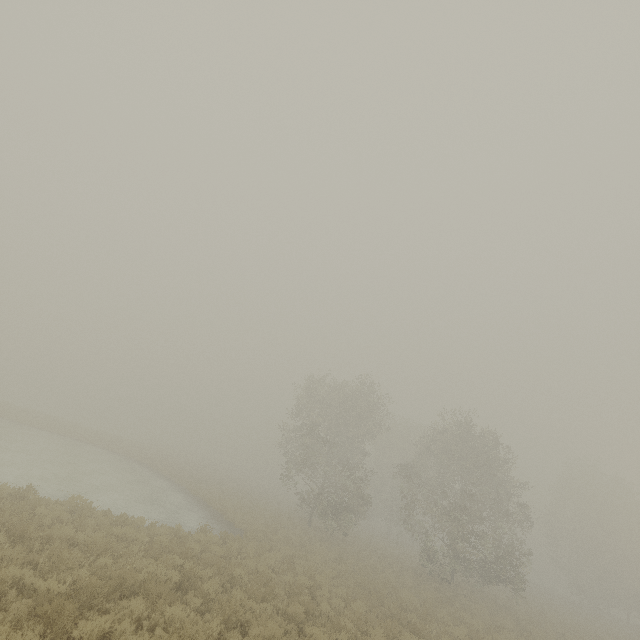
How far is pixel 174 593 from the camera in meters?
9.0 m
